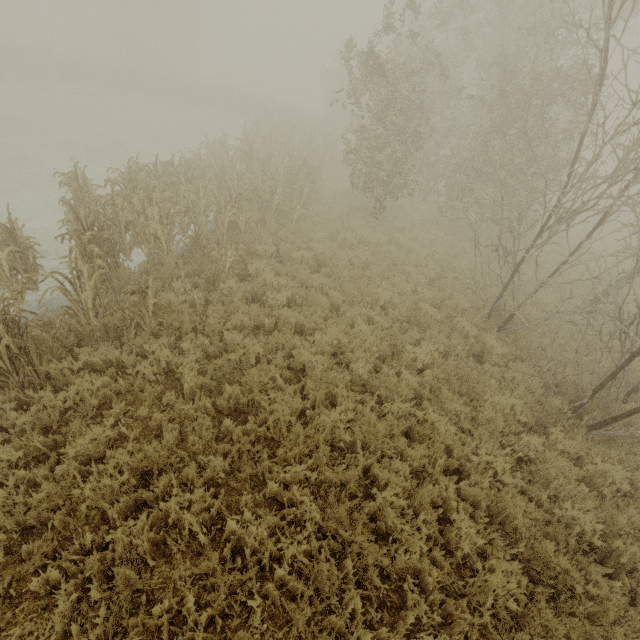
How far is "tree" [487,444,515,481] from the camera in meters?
4.8

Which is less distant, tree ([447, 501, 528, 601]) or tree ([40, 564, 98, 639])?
tree ([40, 564, 98, 639])

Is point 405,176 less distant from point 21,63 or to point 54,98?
point 54,98

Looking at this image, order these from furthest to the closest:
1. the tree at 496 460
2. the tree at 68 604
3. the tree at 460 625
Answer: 1. the tree at 496 460
2. the tree at 460 625
3. the tree at 68 604

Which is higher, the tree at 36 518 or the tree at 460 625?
the tree at 460 625

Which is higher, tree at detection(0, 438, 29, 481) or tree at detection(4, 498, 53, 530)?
tree at detection(0, 438, 29, 481)
